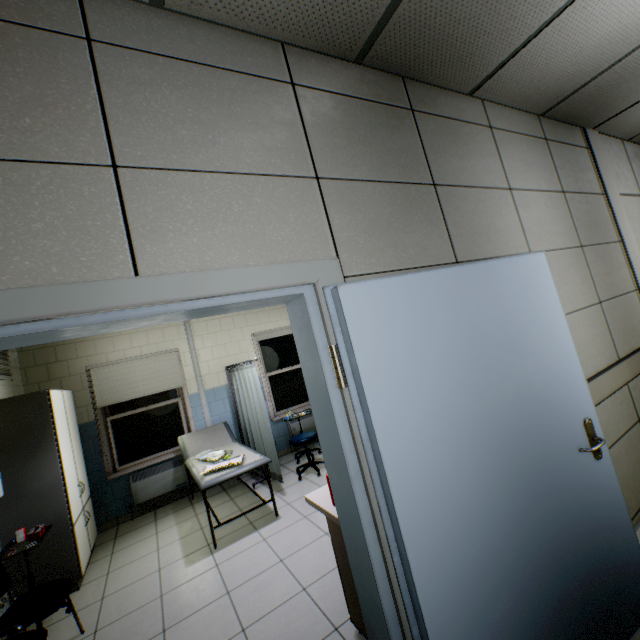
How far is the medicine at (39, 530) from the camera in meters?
3.0 m

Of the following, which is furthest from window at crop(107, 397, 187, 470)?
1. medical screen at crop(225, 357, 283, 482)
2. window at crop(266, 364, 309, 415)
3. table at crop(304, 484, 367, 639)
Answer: table at crop(304, 484, 367, 639)

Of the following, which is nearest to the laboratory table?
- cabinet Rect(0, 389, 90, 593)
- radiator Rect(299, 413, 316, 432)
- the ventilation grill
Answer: cabinet Rect(0, 389, 90, 593)

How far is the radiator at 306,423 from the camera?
6.4m

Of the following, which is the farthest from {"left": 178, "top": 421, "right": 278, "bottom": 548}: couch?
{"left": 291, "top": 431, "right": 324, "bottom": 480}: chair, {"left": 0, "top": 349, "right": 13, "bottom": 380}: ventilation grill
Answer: {"left": 0, "top": 349, "right": 13, "bottom": 380}: ventilation grill

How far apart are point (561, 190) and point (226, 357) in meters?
5.4 m

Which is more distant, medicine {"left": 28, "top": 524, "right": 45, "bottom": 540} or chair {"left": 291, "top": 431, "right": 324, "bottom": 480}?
chair {"left": 291, "top": 431, "right": 324, "bottom": 480}

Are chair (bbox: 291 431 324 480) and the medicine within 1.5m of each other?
no
